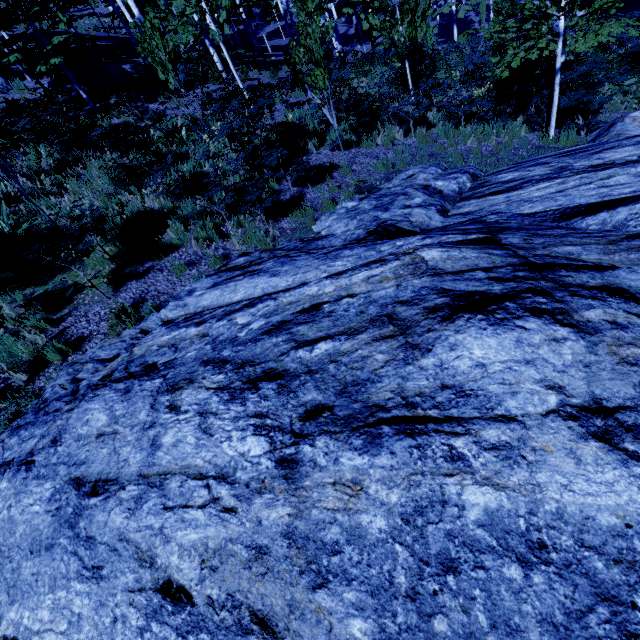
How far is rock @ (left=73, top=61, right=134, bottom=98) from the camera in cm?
1284

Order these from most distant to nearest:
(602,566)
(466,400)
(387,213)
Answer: (387,213), (466,400), (602,566)

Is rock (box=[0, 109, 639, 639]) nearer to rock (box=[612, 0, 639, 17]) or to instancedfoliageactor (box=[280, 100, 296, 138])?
instancedfoliageactor (box=[280, 100, 296, 138])

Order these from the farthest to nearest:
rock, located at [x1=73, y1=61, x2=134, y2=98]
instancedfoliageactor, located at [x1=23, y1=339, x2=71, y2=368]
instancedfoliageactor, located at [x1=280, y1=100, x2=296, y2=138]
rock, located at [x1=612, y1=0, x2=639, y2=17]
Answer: rock, located at [x1=612, y1=0, x2=639, y2=17]
rock, located at [x1=73, y1=61, x2=134, y2=98]
instancedfoliageactor, located at [x1=280, y1=100, x2=296, y2=138]
instancedfoliageactor, located at [x1=23, y1=339, x2=71, y2=368]

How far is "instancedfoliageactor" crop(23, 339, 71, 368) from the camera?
4.88m

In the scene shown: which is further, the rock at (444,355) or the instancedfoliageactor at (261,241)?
the instancedfoliageactor at (261,241)

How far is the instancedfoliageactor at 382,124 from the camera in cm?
966
